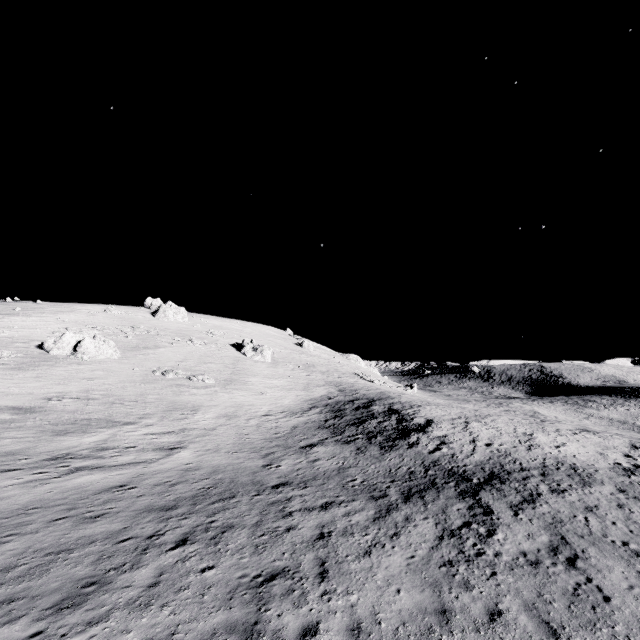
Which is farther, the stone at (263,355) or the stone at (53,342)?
the stone at (263,355)

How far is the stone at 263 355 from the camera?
54.4 meters

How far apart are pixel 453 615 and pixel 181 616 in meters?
5.8

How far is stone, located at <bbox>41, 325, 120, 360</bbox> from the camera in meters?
35.4

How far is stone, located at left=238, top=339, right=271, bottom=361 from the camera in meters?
54.4 m

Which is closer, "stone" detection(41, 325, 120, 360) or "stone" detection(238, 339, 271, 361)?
"stone" detection(41, 325, 120, 360)
